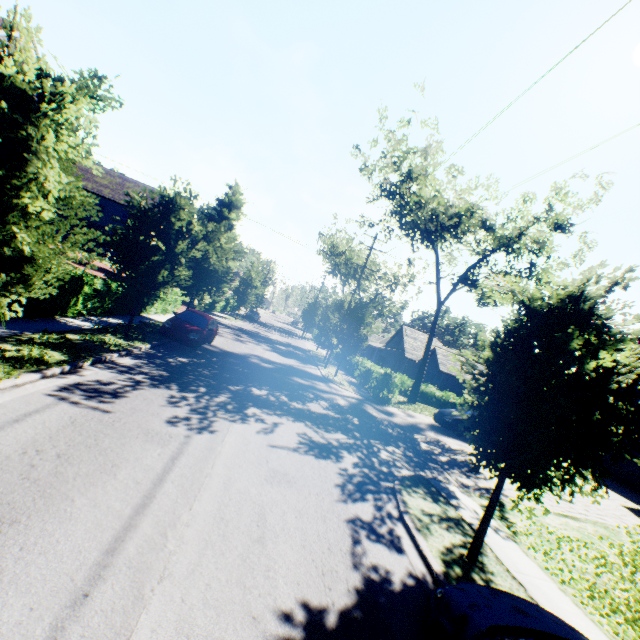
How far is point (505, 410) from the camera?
5.9m

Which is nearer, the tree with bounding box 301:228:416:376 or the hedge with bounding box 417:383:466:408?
the tree with bounding box 301:228:416:376

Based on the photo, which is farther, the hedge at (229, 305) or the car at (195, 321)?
the hedge at (229, 305)

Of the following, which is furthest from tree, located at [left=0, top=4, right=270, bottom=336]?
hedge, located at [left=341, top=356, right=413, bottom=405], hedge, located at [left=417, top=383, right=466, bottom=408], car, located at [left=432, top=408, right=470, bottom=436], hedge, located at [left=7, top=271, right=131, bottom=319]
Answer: car, located at [left=432, top=408, right=470, bottom=436]

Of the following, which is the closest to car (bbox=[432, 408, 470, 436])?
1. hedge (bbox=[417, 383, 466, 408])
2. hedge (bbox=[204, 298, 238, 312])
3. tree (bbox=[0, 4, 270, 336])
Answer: tree (bbox=[0, 4, 270, 336])

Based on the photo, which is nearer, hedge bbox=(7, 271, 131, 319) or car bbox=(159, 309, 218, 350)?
hedge bbox=(7, 271, 131, 319)

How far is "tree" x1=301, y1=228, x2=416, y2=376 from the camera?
23.6 meters

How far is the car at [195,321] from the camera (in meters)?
14.90
